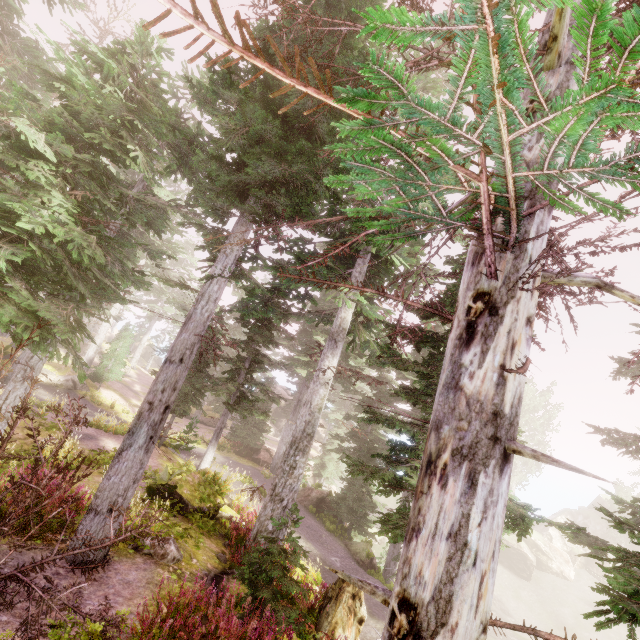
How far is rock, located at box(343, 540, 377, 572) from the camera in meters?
16.0 m

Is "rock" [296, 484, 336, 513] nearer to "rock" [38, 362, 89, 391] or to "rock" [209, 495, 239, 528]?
"rock" [209, 495, 239, 528]

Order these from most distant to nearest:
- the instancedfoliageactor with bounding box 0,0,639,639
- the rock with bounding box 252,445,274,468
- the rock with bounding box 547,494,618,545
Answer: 1. the rock with bounding box 547,494,618,545
2. the rock with bounding box 252,445,274,468
3. the instancedfoliageactor with bounding box 0,0,639,639

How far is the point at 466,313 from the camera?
3.0m

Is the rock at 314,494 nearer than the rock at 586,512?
Yes

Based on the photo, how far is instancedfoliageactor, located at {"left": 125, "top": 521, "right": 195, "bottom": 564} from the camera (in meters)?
7.42

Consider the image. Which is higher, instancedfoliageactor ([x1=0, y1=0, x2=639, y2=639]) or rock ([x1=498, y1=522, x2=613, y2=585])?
instancedfoliageactor ([x1=0, y1=0, x2=639, y2=639])

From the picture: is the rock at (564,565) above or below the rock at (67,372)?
below
